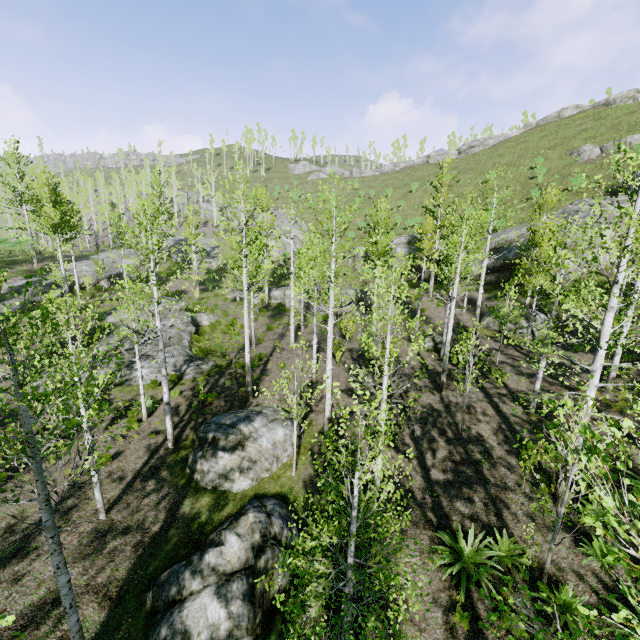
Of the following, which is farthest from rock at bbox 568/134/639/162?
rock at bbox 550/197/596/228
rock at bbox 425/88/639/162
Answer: rock at bbox 425/88/639/162

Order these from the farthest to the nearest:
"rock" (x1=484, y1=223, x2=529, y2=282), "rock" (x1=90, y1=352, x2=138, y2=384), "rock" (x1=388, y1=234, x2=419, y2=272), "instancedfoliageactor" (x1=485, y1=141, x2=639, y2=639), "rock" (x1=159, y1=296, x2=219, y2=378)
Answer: "rock" (x1=388, y1=234, x2=419, y2=272) → "rock" (x1=484, y1=223, x2=529, y2=282) → "rock" (x1=159, y1=296, x2=219, y2=378) → "rock" (x1=90, y1=352, x2=138, y2=384) → "instancedfoliageactor" (x1=485, y1=141, x2=639, y2=639)

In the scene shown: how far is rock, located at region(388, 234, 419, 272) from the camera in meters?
32.5 m

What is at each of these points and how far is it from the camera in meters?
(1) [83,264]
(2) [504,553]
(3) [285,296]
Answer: (1) rock, 36.0
(2) instancedfoliageactor, 8.3
(3) rock, 33.0

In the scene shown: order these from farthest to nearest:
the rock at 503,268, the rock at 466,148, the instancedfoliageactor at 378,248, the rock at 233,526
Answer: the rock at 466,148, the rock at 503,268, the rock at 233,526, the instancedfoliageactor at 378,248

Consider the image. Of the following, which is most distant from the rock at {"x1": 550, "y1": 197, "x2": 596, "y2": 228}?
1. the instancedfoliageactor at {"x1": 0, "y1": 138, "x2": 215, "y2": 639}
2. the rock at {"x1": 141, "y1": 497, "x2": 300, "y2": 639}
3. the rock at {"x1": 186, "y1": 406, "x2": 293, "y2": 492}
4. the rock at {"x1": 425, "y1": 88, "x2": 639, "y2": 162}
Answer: the rock at {"x1": 141, "y1": 497, "x2": 300, "y2": 639}

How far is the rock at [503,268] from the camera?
25.5m

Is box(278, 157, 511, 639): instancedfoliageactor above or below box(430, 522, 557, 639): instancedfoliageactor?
above
